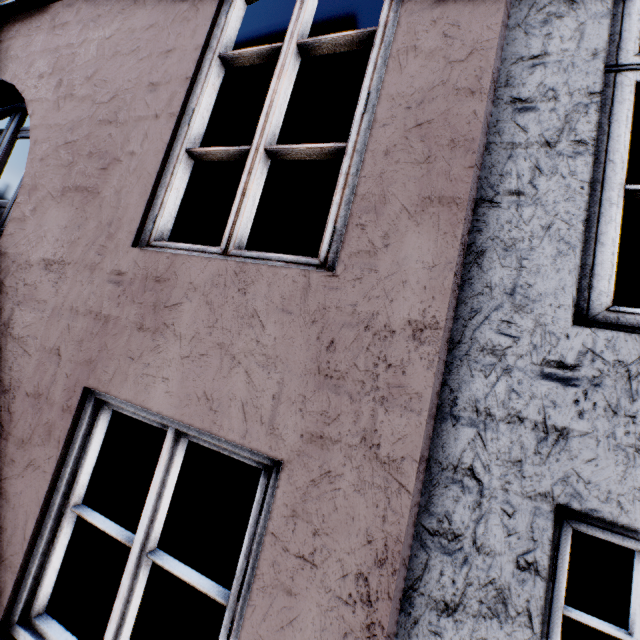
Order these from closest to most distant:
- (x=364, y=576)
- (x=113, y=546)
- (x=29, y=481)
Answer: (x=364, y=576) < (x=29, y=481) < (x=113, y=546)
